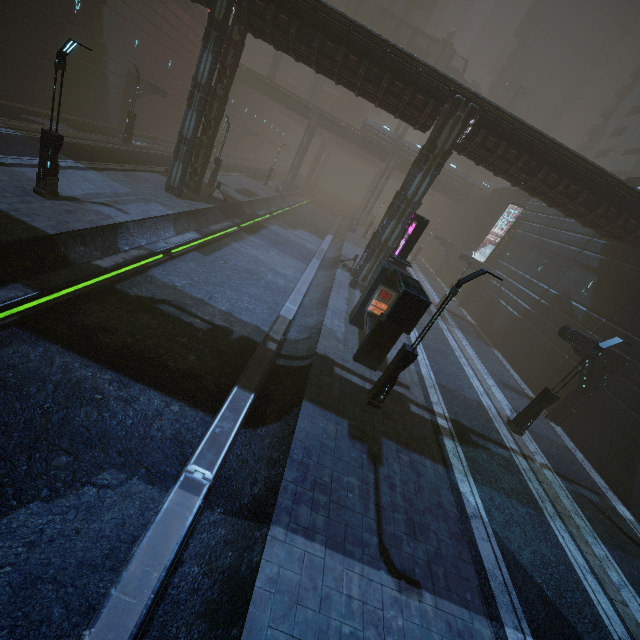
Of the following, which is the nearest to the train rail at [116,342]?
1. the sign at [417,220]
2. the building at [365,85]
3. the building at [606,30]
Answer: the building at [365,85]

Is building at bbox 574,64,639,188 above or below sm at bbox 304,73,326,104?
above

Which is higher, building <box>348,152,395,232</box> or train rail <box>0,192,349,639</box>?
building <box>348,152,395,232</box>

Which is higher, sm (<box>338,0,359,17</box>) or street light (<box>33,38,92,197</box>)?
sm (<box>338,0,359,17</box>)

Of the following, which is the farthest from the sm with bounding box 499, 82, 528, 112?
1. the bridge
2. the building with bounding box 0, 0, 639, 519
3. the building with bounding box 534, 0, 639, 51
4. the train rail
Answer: the train rail

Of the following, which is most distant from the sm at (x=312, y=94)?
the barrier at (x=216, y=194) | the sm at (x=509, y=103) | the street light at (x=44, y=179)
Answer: the street light at (x=44, y=179)

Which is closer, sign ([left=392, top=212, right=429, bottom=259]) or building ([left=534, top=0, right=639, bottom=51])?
sign ([left=392, top=212, right=429, bottom=259])

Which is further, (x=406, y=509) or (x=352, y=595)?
(x=406, y=509)
